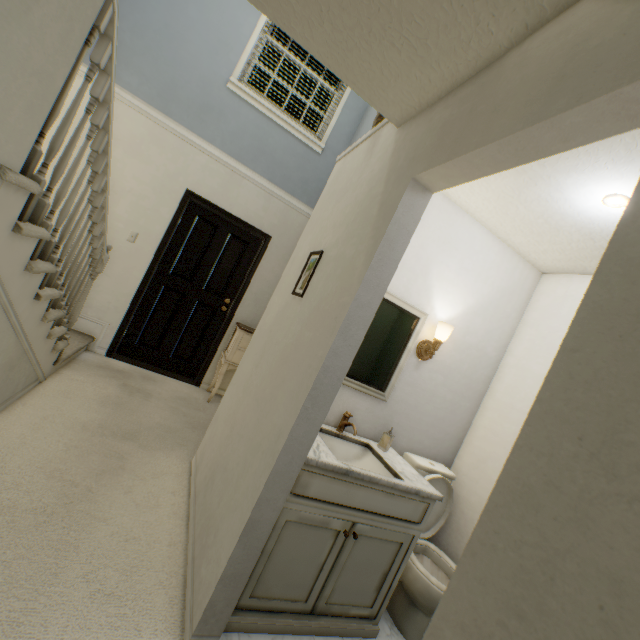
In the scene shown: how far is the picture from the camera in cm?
185

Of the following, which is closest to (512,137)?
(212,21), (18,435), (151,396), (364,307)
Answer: (364,307)

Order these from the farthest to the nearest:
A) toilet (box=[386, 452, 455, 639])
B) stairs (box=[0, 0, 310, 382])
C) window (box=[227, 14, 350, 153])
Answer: window (box=[227, 14, 350, 153]) → toilet (box=[386, 452, 455, 639]) → stairs (box=[0, 0, 310, 382])

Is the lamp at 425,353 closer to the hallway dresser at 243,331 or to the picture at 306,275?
the picture at 306,275

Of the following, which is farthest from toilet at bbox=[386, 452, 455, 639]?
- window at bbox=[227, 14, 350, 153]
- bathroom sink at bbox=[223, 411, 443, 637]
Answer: window at bbox=[227, 14, 350, 153]

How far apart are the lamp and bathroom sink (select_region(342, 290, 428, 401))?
0.1m

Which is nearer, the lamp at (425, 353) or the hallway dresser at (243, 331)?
the lamp at (425, 353)

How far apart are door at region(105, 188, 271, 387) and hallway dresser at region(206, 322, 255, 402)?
0.1m
